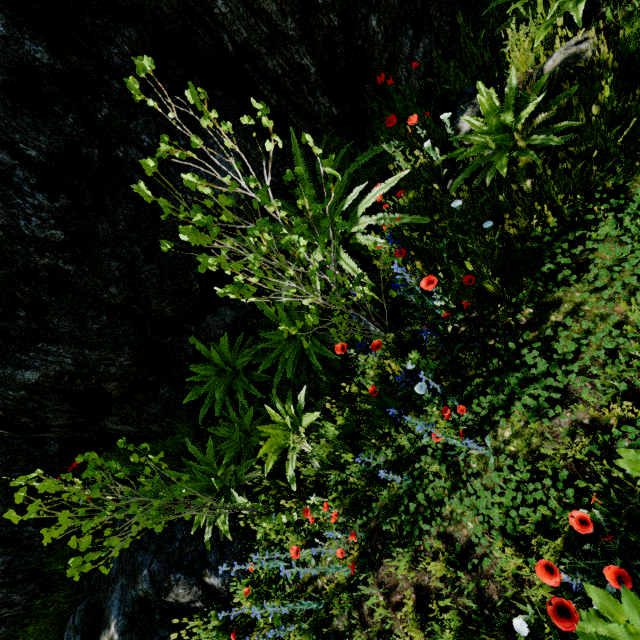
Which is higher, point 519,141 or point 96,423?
point 96,423

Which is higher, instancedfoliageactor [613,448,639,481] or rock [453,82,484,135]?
rock [453,82,484,135]

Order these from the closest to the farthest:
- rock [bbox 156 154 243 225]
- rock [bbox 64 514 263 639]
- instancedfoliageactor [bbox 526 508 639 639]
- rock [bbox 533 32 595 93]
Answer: instancedfoliageactor [bbox 526 508 639 639], rock [bbox 533 32 595 93], rock [bbox 156 154 243 225], rock [bbox 64 514 263 639]

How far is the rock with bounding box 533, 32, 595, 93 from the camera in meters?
2.4

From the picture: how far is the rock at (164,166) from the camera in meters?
2.9

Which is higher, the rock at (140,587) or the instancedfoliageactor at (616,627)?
the instancedfoliageactor at (616,627)

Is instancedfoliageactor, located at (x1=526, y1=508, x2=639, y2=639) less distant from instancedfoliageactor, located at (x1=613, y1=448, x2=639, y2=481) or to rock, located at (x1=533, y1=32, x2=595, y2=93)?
instancedfoliageactor, located at (x1=613, y1=448, x2=639, y2=481)
